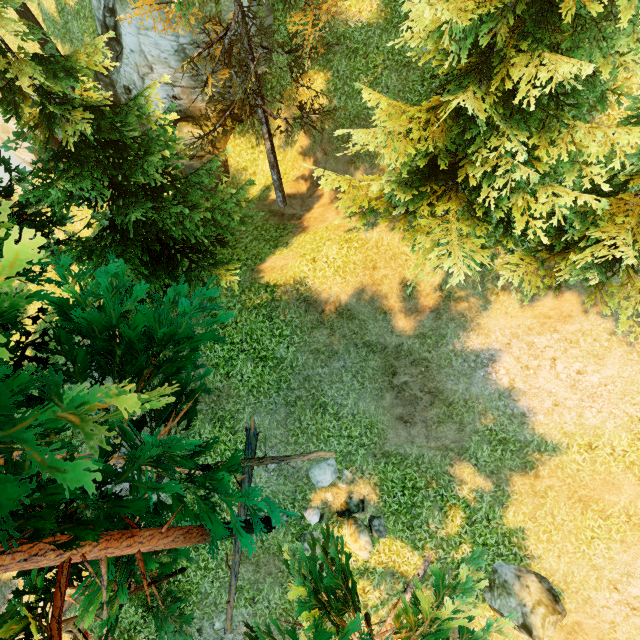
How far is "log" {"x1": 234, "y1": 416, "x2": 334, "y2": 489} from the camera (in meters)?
10.59

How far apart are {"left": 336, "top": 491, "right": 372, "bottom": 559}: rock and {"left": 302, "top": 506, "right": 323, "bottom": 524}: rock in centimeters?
56cm

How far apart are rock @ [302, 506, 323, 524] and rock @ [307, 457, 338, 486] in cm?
76

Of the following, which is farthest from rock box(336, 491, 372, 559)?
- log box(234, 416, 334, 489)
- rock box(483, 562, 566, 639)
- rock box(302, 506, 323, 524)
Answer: rock box(483, 562, 566, 639)

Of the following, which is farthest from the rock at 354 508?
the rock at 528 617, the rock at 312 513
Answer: the rock at 528 617

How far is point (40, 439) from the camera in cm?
216

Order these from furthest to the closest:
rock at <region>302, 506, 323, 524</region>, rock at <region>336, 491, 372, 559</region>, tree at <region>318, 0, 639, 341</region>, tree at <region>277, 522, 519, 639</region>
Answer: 1. rock at <region>302, 506, 323, 524</region>
2. rock at <region>336, 491, 372, 559</region>
3. tree at <region>318, 0, 639, 341</region>
4. tree at <region>277, 522, 519, 639</region>

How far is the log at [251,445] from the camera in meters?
10.6 m
